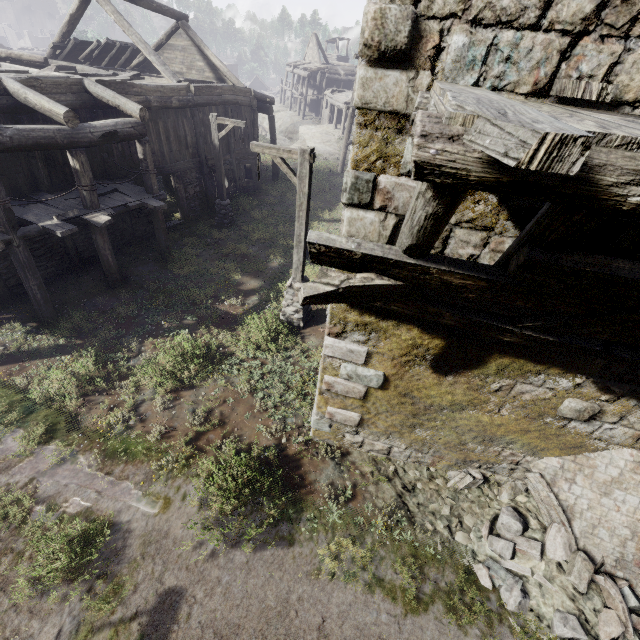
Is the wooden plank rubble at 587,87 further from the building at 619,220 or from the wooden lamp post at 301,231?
the wooden lamp post at 301,231

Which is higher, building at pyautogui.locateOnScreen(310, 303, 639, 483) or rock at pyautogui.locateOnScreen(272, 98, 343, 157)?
building at pyautogui.locateOnScreen(310, 303, 639, 483)

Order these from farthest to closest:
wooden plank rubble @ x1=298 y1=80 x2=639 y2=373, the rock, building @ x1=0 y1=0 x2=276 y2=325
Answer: the rock < building @ x1=0 y1=0 x2=276 y2=325 < wooden plank rubble @ x1=298 y1=80 x2=639 y2=373

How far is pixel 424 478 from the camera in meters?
6.4

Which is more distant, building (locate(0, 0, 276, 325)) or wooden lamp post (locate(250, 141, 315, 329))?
building (locate(0, 0, 276, 325))

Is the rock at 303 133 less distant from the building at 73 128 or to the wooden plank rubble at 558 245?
the building at 73 128

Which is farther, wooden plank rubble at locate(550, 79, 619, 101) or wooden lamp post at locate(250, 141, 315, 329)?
wooden lamp post at locate(250, 141, 315, 329)

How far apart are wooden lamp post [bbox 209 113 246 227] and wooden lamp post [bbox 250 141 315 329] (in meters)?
6.28
